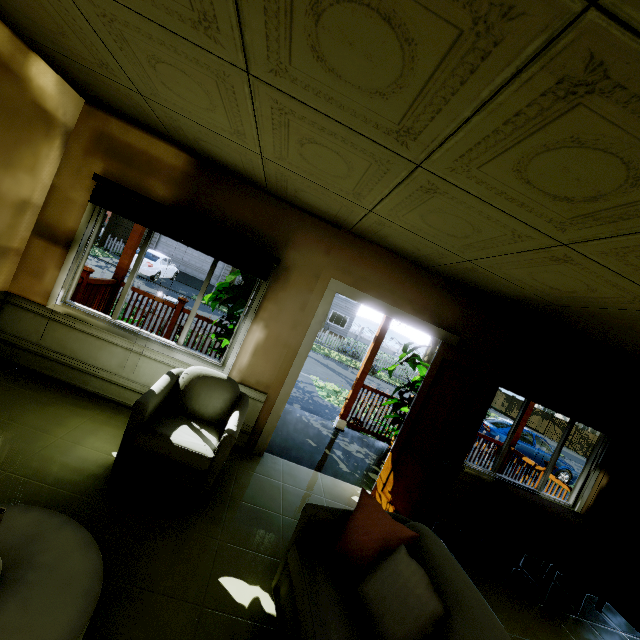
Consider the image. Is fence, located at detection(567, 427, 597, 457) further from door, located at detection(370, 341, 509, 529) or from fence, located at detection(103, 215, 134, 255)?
door, located at detection(370, 341, 509, 529)

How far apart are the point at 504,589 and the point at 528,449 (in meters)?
10.66

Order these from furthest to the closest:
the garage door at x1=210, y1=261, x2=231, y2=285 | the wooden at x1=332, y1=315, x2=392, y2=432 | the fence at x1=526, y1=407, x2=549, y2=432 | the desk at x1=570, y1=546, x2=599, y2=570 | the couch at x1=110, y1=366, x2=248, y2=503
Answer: the fence at x1=526, y1=407, x2=549, y2=432
the garage door at x1=210, y1=261, x2=231, y2=285
the wooden at x1=332, y1=315, x2=392, y2=432
the desk at x1=570, y1=546, x2=599, y2=570
the couch at x1=110, y1=366, x2=248, y2=503

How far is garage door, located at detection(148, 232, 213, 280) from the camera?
23.20m

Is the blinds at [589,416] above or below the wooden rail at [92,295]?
above

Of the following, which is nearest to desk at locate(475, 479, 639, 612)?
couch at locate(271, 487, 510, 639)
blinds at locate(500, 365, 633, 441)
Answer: blinds at locate(500, 365, 633, 441)

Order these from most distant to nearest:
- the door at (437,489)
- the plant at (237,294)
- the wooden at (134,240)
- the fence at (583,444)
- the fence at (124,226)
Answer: the fence at (583,444)
the fence at (124,226)
the wooden at (134,240)
the plant at (237,294)
the door at (437,489)

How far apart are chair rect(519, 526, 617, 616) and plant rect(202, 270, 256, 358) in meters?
3.9
